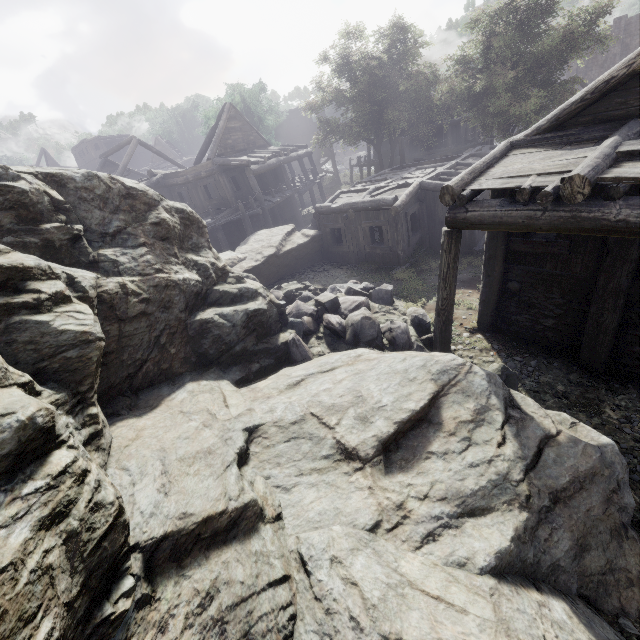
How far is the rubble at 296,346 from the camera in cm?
871

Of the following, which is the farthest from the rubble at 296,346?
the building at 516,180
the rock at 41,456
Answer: the building at 516,180

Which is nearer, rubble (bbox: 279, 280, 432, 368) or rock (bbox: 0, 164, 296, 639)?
rock (bbox: 0, 164, 296, 639)

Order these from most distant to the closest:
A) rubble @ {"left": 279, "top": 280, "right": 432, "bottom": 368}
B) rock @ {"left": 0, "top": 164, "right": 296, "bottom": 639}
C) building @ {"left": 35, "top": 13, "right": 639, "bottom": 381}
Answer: rubble @ {"left": 279, "top": 280, "right": 432, "bottom": 368}, building @ {"left": 35, "top": 13, "right": 639, "bottom": 381}, rock @ {"left": 0, "top": 164, "right": 296, "bottom": 639}

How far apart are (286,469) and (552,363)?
6.97m

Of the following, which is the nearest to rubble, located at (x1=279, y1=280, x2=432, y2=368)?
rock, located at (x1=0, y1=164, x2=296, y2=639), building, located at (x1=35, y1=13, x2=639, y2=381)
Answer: rock, located at (x1=0, y1=164, x2=296, y2=639)

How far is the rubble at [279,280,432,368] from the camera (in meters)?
8.71
